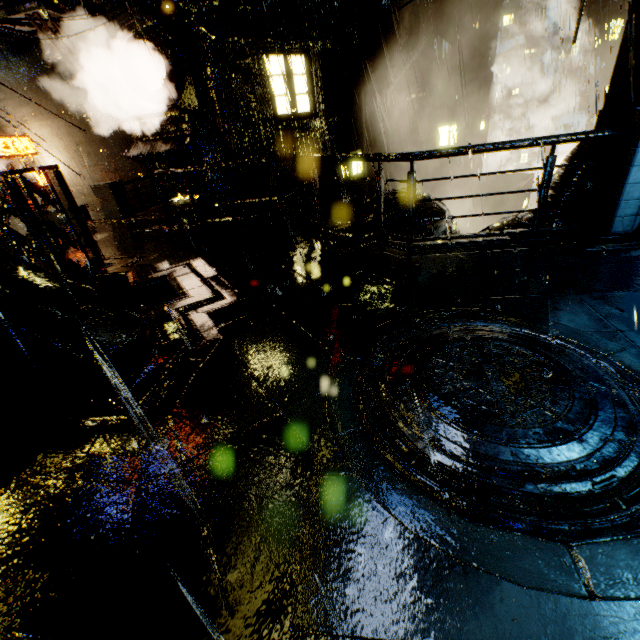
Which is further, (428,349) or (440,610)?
(428,349)

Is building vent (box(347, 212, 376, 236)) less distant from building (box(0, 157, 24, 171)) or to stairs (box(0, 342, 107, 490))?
building (box(0, 157, 24, 171))

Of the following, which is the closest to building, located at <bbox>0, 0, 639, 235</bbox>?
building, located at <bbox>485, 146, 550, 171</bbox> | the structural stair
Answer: the structural stair

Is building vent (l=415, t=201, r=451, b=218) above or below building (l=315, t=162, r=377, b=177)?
below

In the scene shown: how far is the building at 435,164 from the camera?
23.6 meters

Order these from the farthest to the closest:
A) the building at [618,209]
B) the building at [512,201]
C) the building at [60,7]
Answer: the building at [512,201] → the building at [60,7] → the building at [618,209]

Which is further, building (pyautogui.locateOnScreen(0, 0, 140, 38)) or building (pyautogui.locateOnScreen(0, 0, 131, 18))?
building (pyautogui.locateOnScreen(0, 0, 140, 38))

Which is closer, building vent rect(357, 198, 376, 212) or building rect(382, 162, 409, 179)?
building vent rect(357, 198, 376, 212)
